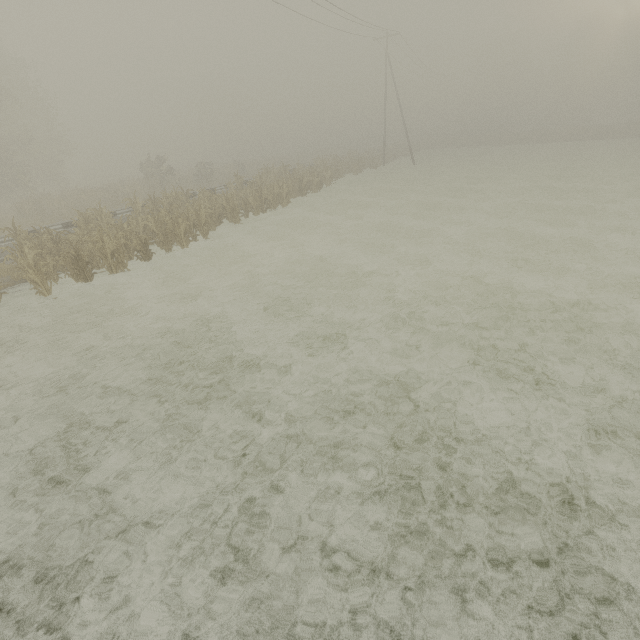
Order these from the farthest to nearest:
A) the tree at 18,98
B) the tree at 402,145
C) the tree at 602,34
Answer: the tree at 602,34, the tree at 402,145, the tree at 18,98

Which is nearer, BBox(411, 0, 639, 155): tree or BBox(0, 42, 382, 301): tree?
BBox(0, 42, 382, 301): tree

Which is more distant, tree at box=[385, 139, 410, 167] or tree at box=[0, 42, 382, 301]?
tree at box=[385, 139, 410, 167]

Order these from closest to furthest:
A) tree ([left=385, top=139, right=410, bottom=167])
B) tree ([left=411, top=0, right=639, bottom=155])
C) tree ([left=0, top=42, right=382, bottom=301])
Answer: tree ([left=0, top=42, right=382, bottom=301]), tree ([left=385, top=139, right=410, bottom=167]), tree ([left=411, top=0, right=639, bottom=155])

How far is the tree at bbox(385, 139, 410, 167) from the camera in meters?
43.2

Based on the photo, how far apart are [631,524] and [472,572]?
2.0 meters

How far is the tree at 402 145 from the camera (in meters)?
43.19

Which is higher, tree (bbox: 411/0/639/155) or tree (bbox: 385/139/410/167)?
tree (bbox: 411/0/639/155)
